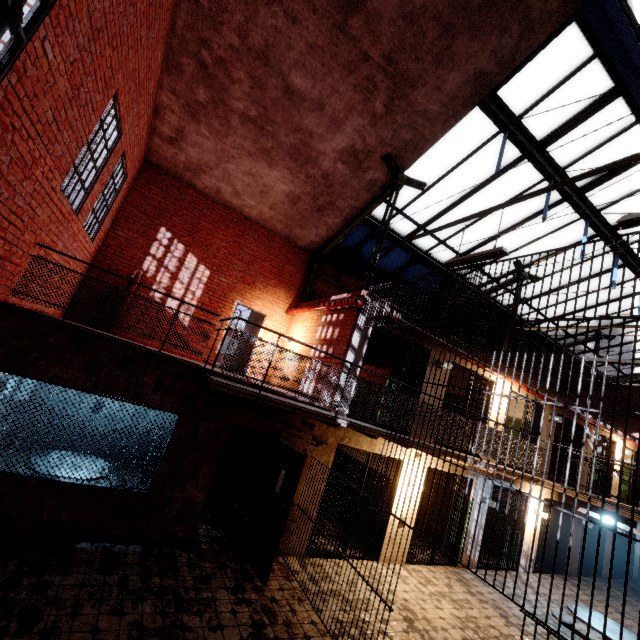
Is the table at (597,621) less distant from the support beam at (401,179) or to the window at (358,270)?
the support beam at (401,179)

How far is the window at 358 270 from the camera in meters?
10.5 m

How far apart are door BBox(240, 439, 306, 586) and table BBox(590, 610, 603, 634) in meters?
6.2 m

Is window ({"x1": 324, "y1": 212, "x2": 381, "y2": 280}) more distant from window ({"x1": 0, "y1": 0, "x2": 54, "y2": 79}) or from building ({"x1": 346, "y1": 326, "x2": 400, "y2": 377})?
window ({"x1": 0, "y1": 0, "x2": 54, "y2": 79})

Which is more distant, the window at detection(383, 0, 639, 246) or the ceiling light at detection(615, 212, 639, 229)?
the window at detection(383, 0, 639, 246)

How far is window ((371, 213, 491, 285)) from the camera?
10.7m

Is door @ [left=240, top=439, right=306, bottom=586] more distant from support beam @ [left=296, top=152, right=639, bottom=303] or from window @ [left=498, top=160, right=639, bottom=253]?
window @ [left=498, top=160, right=639, bottom=253]

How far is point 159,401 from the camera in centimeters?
562cm
